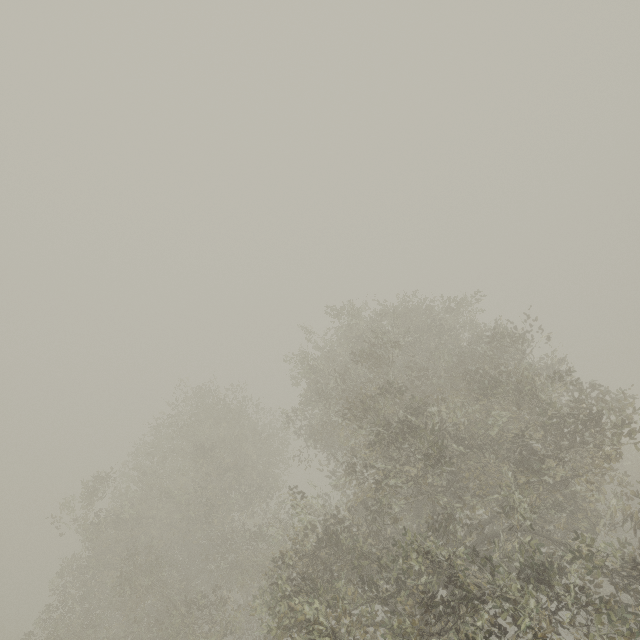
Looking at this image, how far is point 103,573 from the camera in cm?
1920
